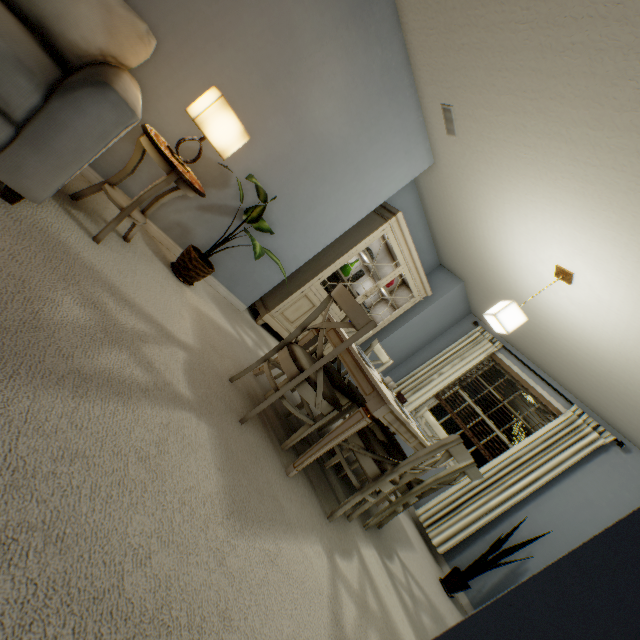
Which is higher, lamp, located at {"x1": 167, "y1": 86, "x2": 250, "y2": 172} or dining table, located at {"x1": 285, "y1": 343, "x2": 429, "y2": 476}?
lamp, located at {"x1": 167, "y1": 86, "x2": 250, "y2": 172}

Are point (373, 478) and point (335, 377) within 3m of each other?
yes

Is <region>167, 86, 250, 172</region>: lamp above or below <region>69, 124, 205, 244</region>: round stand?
above

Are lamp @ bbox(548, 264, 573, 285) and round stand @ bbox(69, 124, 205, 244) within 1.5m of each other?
no

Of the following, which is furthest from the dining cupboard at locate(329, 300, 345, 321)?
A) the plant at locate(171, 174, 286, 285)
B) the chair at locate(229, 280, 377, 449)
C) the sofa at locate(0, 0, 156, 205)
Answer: the sofa at locate(0, 0, 156, 205)

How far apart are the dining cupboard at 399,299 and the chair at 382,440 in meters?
1.7

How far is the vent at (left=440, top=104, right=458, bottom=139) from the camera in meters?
2.5 m

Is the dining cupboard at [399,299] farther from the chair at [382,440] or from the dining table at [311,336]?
the chair at [382,440]
